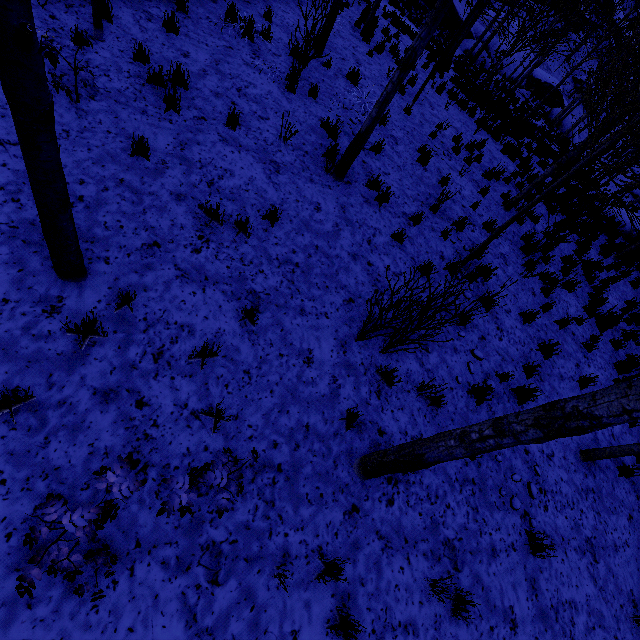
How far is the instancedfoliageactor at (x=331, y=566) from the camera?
3.21m

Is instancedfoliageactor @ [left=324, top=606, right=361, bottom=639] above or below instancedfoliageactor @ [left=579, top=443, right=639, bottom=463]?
below

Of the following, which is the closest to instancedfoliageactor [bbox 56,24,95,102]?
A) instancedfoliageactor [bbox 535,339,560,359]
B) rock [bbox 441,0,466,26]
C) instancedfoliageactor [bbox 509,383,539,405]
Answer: instancedfoliageactor [bbox 509,383,539,405]

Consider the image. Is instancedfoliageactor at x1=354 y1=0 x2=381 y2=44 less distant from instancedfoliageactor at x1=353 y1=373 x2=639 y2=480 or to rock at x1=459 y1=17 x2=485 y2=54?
instancedfoliageactor at x1=353 y1=373 x2=639 y2=480

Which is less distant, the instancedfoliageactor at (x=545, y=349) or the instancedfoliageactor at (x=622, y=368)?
the instancedfoliageactor at (x=545, y=349)

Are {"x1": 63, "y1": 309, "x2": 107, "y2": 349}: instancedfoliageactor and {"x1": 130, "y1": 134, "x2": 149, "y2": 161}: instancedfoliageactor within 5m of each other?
yes

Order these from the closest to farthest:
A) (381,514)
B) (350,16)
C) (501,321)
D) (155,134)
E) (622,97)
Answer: (381,514) → (155,134) → (501,321) → (622,97) → (350,16)

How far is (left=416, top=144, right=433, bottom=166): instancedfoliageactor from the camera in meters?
8.3
